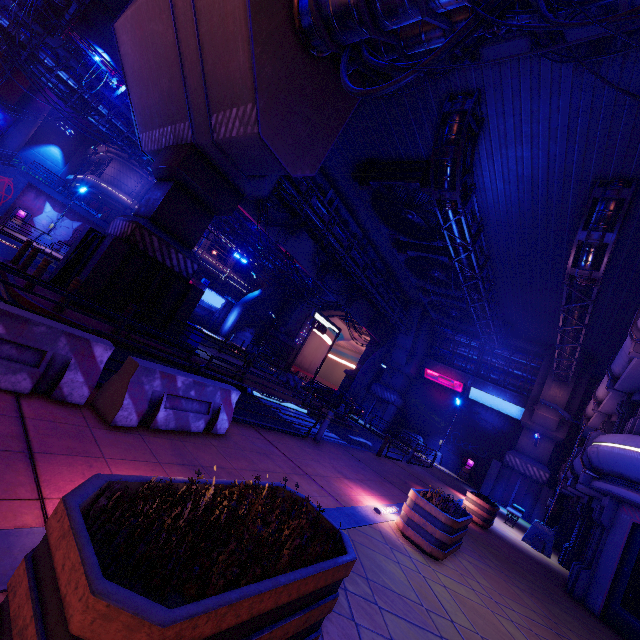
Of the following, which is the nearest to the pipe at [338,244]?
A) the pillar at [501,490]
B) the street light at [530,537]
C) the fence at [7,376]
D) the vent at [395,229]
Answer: the vent at [395,229]

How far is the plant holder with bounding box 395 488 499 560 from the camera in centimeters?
604cm

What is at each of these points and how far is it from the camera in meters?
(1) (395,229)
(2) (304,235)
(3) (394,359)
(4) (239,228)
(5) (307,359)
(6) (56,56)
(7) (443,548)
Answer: (1) vent, 19.3 m
(2) walkway, 23.1 m
(3) pillar, 32.9 m
(4) walkway, 35.2 m
(5) tunnel, 53.4 m
(6) walkway, 22.0 m
(7) plant holder, 6.0 m

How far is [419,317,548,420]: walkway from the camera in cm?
2745

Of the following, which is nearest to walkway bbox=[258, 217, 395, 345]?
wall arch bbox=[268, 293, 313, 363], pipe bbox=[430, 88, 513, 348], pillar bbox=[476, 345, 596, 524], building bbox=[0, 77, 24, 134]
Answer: wall arch bbox=[268, 293, 313, 363]

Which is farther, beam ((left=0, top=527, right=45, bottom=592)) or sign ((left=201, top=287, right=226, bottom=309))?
sign ((left=201, top=287, right=226, bottom=309))

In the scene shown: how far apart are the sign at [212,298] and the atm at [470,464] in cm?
3242

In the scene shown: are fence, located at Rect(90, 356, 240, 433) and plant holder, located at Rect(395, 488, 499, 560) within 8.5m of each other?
yes
